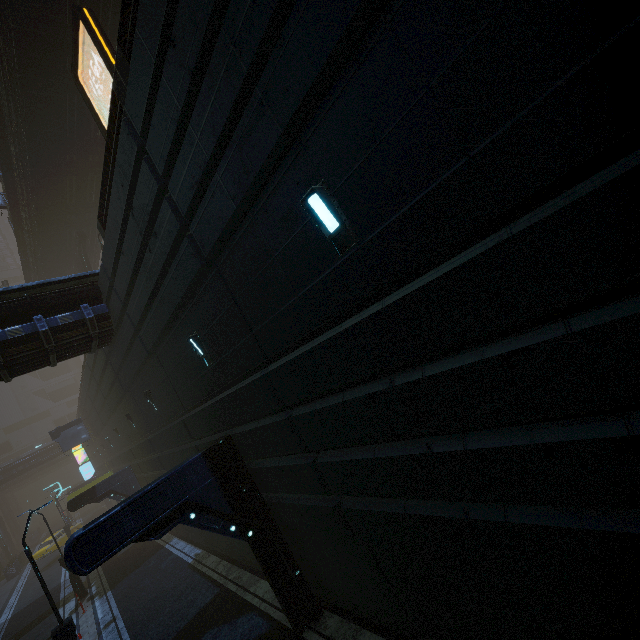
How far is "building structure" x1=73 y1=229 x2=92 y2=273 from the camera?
25.59m

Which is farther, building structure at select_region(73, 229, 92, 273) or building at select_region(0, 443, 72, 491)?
building at select_region(0, 443, 72, 491)

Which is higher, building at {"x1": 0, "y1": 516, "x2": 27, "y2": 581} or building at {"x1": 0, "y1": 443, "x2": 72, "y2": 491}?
building at {"x1": 0, "y1": 443, "x2": 72, "y2": 491}

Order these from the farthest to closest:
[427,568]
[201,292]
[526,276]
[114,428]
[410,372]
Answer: [114,428], [201,292], [427,568], [410,372], [526,276]

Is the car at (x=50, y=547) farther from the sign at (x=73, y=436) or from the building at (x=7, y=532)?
the sign at (x=73, y=436)

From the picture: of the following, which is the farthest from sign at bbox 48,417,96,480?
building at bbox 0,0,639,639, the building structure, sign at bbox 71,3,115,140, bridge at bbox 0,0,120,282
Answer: sign at bbox 71,3,115,140

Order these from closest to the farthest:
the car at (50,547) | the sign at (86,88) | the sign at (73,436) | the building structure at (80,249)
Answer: the sign at (86,88) → the building structure at (80,249) → the sign at (73,436) → the car at (50,547)
